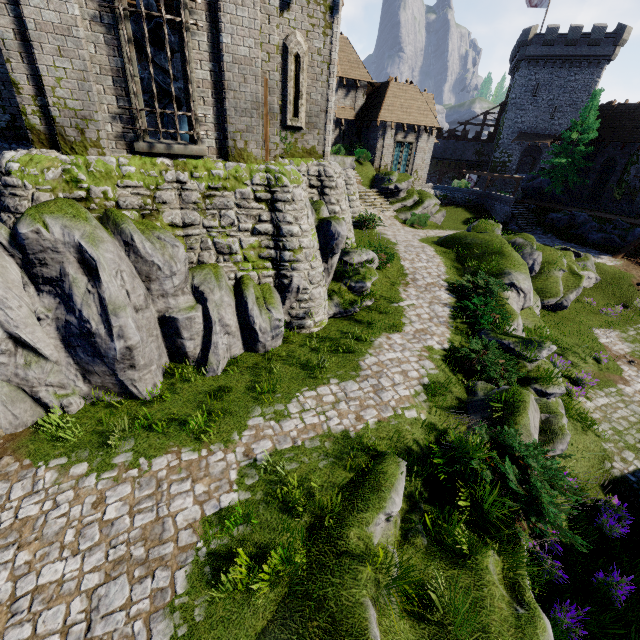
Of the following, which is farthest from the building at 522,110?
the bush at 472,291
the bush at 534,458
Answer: the bush at 534,458

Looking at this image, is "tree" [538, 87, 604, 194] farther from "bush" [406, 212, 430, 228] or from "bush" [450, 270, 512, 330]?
"bush" [450, 270, 512, 330]

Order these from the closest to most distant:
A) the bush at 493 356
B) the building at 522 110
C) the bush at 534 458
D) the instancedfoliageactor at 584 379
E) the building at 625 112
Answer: the bush at 534 458
the bush at 493 356
the instancedfoliageactor at 584 379
the building at 625 112
the building at 522 110

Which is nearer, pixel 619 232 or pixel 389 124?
pixel 619 232

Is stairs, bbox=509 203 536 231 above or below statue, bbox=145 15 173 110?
below

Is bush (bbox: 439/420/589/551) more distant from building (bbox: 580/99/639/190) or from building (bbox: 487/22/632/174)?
building (bbox: 487/22/632/174)

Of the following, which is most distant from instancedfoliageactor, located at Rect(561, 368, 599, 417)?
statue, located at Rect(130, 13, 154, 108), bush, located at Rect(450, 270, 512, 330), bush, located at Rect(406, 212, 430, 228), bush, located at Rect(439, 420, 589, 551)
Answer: statue, located at Rect(130, 13, 154, 108)

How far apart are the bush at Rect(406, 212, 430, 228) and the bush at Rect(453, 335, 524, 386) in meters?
15.1
